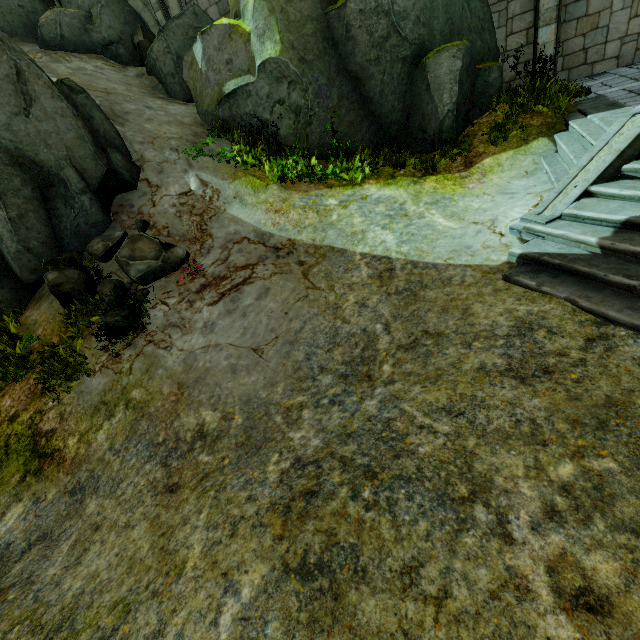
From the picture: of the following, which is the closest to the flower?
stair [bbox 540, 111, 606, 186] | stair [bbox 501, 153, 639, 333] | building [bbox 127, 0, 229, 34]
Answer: stair [bbox 501, 153, 639, 333]

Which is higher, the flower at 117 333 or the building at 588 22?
the building at 588 22

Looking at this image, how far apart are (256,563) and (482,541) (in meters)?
1.85

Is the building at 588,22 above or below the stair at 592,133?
above

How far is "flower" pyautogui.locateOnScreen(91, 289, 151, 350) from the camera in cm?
606

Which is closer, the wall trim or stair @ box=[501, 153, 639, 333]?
stair @ box=[501, 153, 639, 333]

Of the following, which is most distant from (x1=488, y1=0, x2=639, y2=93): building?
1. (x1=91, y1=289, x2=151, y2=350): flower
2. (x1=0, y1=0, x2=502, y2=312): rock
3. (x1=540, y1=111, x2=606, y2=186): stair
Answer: (x1=91, y1=289, x2=151, y2=350): flower

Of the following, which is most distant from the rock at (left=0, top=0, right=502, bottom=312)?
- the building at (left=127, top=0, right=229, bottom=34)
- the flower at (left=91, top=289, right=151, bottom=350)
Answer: the flower at (left=91, top=289, right=151, bottom=350)
